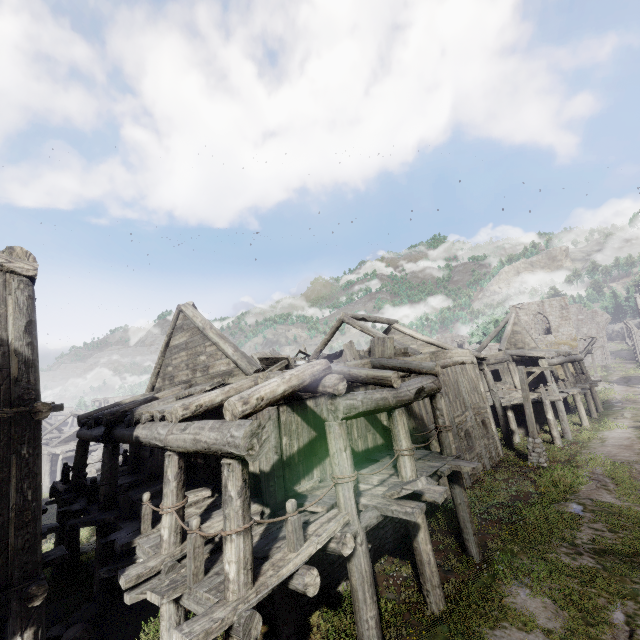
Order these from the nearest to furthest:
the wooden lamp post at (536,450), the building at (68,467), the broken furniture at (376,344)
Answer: the building at (68,467) < the broken furniture at (376,344) < the wooden lamp post at (536,450)

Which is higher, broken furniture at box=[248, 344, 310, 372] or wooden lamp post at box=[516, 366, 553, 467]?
broken furniture at box=[248, 344, 310, 372]

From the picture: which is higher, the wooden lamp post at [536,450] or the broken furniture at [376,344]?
the broken furniture at [376,344]

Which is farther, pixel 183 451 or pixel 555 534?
pixel 555 534

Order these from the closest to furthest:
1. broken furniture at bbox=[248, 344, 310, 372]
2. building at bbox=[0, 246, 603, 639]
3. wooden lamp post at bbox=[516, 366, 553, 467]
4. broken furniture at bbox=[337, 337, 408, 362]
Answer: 1. building at bbox=[0, 246, 603, 639]
2. broken furniture at bbox=[248, 344, 310, 372]
3. broken furniture at bbox=[337, 337, 408, 362]
4. wooden lamp post at bbox=[516, 366, 553, 467]

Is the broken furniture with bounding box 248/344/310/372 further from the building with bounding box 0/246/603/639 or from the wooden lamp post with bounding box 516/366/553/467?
the wooden lamp post with bounding box 516/366/553/467

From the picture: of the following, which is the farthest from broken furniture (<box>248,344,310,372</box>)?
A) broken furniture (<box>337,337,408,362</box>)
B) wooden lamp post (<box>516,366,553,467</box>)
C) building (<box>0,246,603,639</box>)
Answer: wooden lamp post (<box>516,366,553,467</box>)

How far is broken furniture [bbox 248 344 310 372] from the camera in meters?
10.6 m
